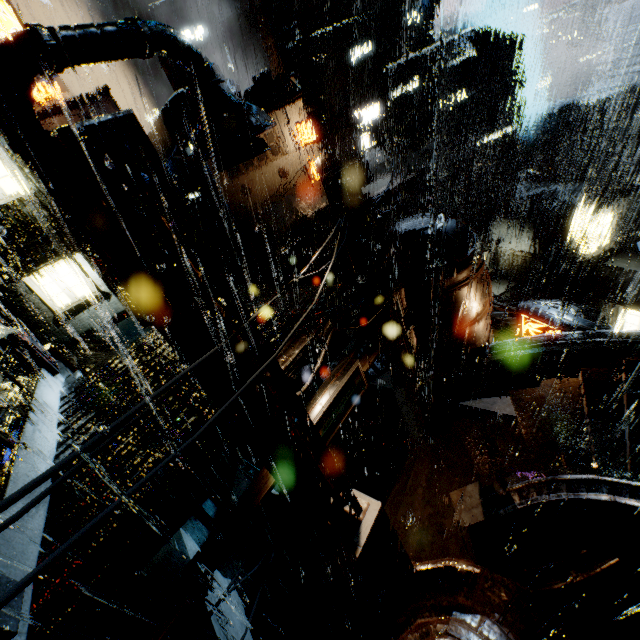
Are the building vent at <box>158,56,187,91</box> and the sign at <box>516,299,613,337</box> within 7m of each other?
no

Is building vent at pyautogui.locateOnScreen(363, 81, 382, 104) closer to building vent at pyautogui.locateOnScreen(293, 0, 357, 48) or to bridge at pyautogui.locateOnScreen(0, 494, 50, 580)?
building vent at pyautogui.locateOnScreen(293, 0, 357, 48)

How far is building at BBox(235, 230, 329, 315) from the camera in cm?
1360

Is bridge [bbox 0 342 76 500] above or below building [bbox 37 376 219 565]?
above

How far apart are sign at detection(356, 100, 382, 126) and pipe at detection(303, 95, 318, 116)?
6.8 meters

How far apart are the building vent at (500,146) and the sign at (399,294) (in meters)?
43.69

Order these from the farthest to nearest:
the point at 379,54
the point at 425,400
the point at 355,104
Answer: the point at 355,104 → the point at 379,54 → the point at 425,400

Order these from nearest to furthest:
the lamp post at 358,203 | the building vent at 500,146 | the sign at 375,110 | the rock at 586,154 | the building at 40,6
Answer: the lamp post at 358,203, the sign at 375,110, the building at 40,6, the building vent at 500,146, the rock at 586,154
